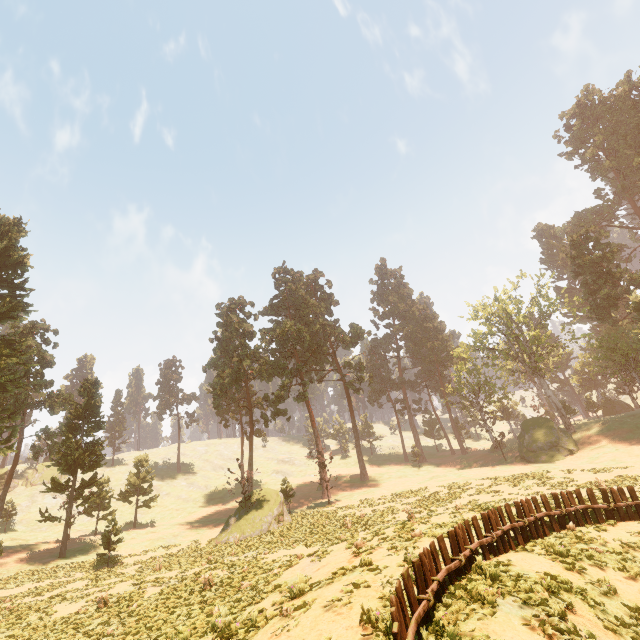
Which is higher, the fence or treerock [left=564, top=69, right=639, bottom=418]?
treerock [left=564, top=69, right=639, bottom=418]

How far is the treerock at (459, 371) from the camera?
39.6m

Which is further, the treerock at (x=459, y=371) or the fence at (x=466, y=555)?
the treerock at (x=459, y=371)

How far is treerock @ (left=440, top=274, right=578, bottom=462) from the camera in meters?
39.6 m

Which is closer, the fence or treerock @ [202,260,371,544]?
the fence

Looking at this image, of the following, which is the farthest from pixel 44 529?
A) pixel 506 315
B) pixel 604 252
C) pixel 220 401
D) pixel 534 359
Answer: pixel 604 252
